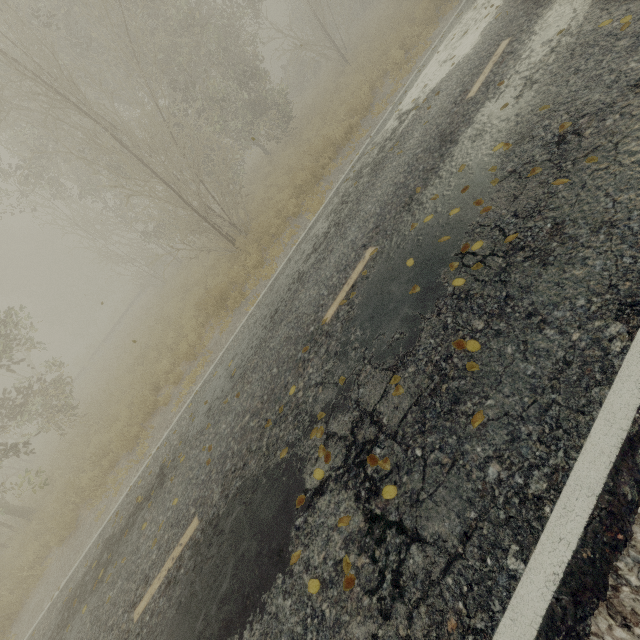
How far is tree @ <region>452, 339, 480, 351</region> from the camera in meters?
3.1 m

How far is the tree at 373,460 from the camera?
3.1 meters

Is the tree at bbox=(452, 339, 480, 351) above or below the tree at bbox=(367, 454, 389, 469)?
below

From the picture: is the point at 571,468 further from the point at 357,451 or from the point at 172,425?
the point at 172,425
